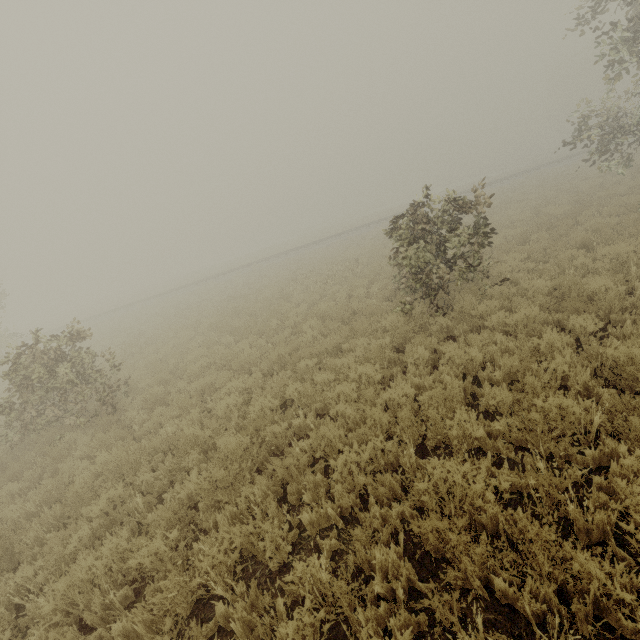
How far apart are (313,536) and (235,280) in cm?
2330

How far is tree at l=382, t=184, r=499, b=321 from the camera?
7.8 meters

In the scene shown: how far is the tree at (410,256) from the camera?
7.8 meters
